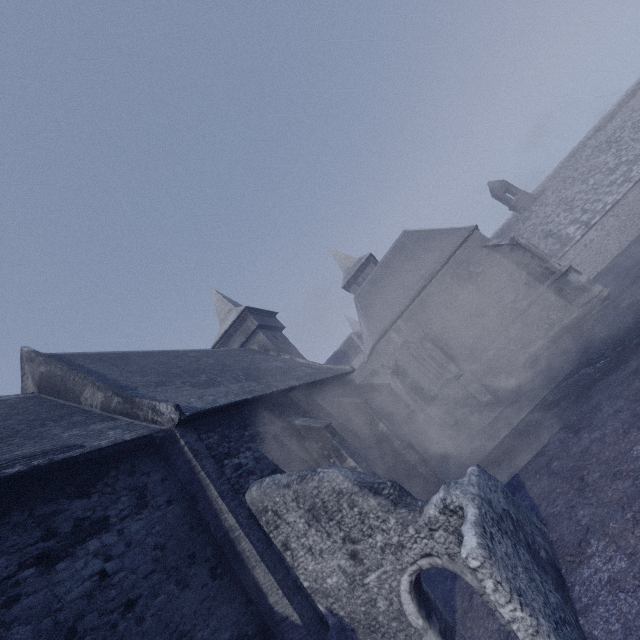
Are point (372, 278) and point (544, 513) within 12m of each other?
no
